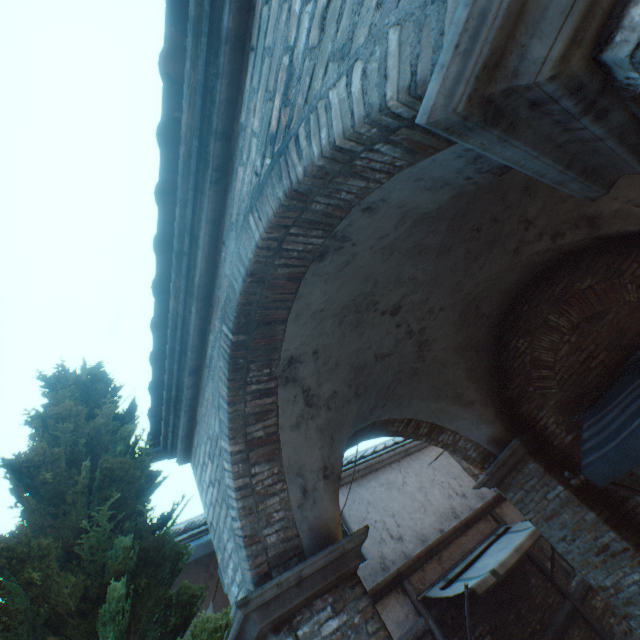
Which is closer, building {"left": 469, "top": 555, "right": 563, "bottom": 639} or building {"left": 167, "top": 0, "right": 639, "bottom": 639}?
building {"left": 167, "top": 0, "right": 639, "bottom": 639}

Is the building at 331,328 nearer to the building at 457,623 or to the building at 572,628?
the building at 457,623

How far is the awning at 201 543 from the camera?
5.4 meters

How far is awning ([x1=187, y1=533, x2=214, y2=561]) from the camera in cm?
537

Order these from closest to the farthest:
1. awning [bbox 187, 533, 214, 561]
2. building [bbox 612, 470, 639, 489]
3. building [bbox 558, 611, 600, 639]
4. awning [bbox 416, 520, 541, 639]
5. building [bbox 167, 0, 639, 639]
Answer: building [bbox 167, 0, 639, 639] < building [bbox 612, 470, 639, 489] < awning [bbox 187, 533, 214, 561] < awning [bbox 416, 520, 541, 639] < building [bbox 558, 611, 600, 639]

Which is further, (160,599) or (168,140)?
(168,140)

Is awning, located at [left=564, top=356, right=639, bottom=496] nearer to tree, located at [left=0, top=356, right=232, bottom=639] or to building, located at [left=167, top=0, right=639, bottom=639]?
tree, located at [left=0, top=356, right=232, bottom=639]

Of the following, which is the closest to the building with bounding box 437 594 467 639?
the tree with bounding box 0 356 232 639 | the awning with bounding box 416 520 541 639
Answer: the awning with bounding box 416 520 541 639
